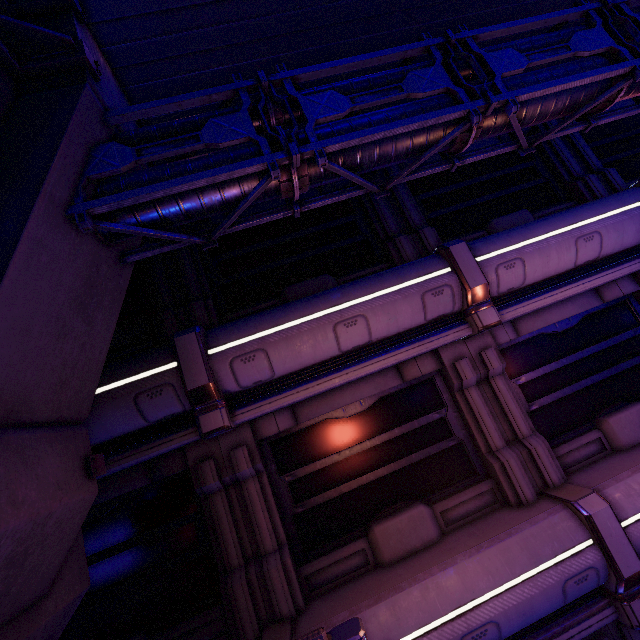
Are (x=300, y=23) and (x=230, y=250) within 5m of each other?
yes

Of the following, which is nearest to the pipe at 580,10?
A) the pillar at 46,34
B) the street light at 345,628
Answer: the pillar at 46,34

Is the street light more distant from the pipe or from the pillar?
the pipe

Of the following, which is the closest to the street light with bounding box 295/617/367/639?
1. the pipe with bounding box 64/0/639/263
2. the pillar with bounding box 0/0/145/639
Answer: the pillar with bounding box 0/0/145/639

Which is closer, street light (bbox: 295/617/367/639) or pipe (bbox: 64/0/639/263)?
street light (bbox: 295/617/367/639)

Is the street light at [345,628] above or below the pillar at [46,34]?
below
